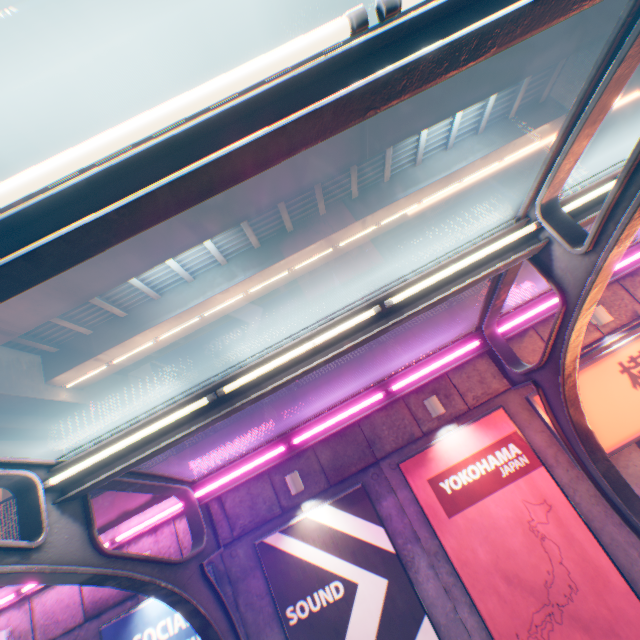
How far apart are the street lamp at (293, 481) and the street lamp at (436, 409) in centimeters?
325cm

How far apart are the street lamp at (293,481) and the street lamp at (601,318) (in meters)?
7.60

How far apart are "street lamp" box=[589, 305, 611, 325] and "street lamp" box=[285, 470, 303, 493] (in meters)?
7.60

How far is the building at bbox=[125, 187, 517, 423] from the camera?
30.8m

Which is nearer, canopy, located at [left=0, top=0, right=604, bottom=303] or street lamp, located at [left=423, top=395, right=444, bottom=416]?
canopy, located at [left=0, top=0, right=604, bottom=303]

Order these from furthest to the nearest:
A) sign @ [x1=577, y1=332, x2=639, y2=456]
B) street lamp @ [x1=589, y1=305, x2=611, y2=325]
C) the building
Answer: the building
street lamp @ [x1=589, y1=305, x2=611, y2=325]
sign @ [x1=577, y1=332, x2=639, y2=456]

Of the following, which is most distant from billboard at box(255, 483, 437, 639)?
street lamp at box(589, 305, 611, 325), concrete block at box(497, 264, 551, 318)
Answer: street lamp at box(589, 305, 611, 325)

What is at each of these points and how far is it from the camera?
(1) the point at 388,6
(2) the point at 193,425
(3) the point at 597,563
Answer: (1) street lamp, 1.45m
(2) canopy, 4.08m
(3) billboard, 6.03m
